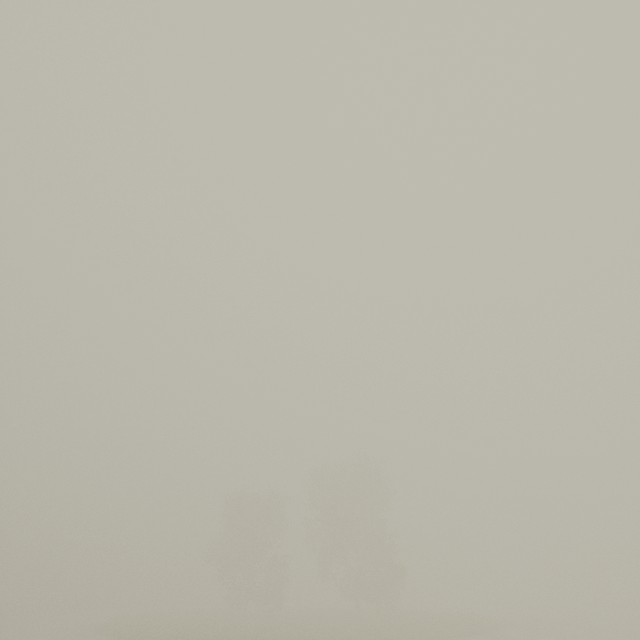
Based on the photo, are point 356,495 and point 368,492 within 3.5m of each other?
yes
